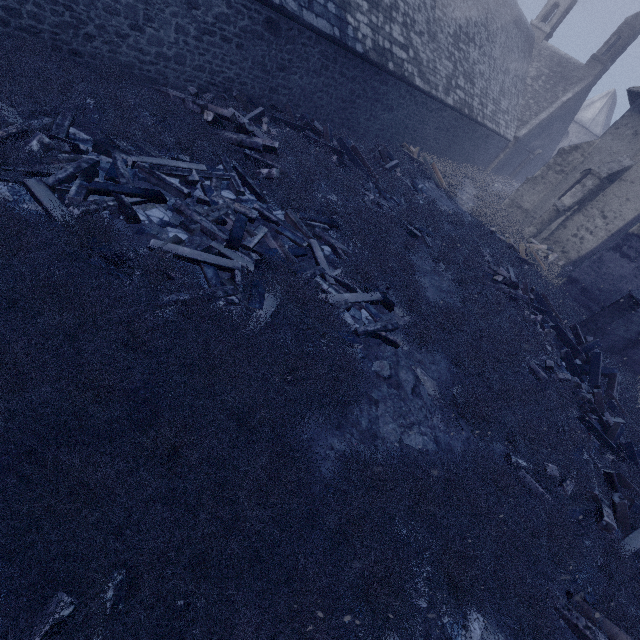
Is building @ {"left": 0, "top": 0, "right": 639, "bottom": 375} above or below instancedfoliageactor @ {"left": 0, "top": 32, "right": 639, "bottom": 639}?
above

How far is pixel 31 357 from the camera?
2.93m

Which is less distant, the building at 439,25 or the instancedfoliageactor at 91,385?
the instancedfoliageactor at 91,385

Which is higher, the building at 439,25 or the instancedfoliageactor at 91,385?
the building at 439,25

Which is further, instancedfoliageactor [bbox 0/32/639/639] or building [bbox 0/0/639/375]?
building [bbox 0/0/639/375]
